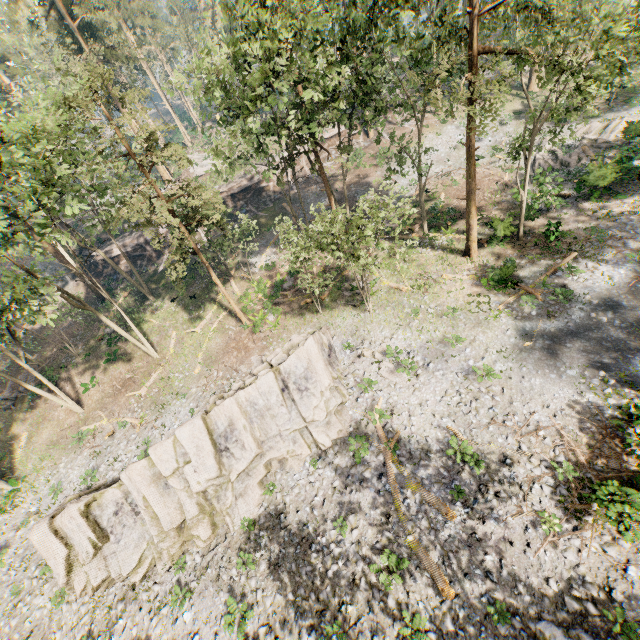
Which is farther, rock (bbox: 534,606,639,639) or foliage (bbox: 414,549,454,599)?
foliage (bbox: 414,549,454,599)

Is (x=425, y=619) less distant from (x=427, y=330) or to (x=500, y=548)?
(x=500, y=548)

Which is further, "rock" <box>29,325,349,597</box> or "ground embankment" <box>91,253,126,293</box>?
"ground embankment" <box>91,253,126,293</box>

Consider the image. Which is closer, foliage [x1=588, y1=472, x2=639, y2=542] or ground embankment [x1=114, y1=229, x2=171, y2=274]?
foliage [x1=588, y1=472, x2=639, y2=542]

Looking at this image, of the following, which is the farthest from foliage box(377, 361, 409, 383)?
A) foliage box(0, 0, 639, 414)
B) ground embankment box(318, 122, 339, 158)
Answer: ground embankment box(318, 122, 339, 158)

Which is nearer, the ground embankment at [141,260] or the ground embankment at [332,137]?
the ground embankment at [141,260]

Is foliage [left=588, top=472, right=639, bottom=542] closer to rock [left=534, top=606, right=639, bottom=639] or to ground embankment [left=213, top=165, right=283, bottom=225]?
ground embankment [left=213, top=165, right=283, bottom=225]

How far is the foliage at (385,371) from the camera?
19.2 meters
